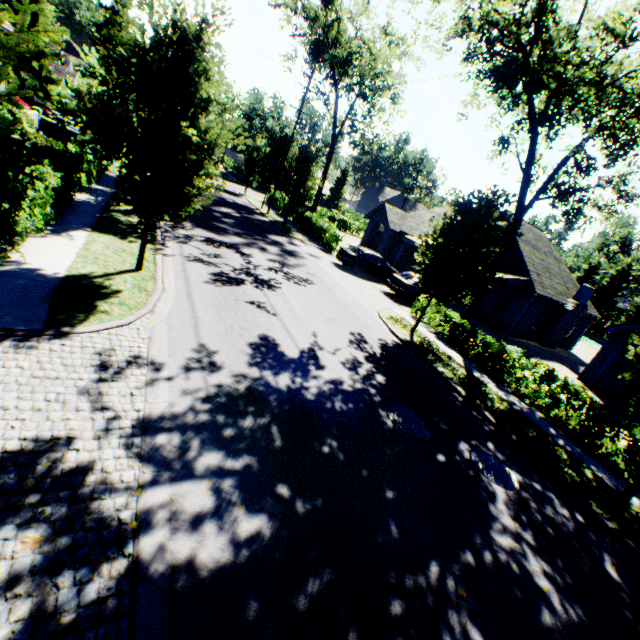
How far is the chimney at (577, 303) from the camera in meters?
23.1 m

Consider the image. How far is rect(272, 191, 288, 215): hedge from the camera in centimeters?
3366cm

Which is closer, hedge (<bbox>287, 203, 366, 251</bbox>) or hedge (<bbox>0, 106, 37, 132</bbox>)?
hedge (<bbox>0, 106, 37, 132</bbox>)

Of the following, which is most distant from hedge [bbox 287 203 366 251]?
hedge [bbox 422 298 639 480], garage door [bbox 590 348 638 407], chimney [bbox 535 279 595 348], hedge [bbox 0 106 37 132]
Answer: hedge [bbox 0 106 37 132]

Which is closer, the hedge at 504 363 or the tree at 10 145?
the tree at 10 145

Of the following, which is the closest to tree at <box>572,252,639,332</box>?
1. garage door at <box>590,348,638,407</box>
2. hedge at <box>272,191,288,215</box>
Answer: hedge at <box>272,191,288,215</box>

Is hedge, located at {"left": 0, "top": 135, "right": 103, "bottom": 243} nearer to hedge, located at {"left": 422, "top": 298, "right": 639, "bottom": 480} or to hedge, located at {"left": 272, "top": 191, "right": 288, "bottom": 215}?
hedge, located at {"left": 422, "top": 298, "right": 639, "bottom": 480}

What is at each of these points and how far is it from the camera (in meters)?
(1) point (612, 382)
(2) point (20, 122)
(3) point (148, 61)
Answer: (1) garage door, 17.58
(2) hedge, 14.77
(3) tree, 7.04
